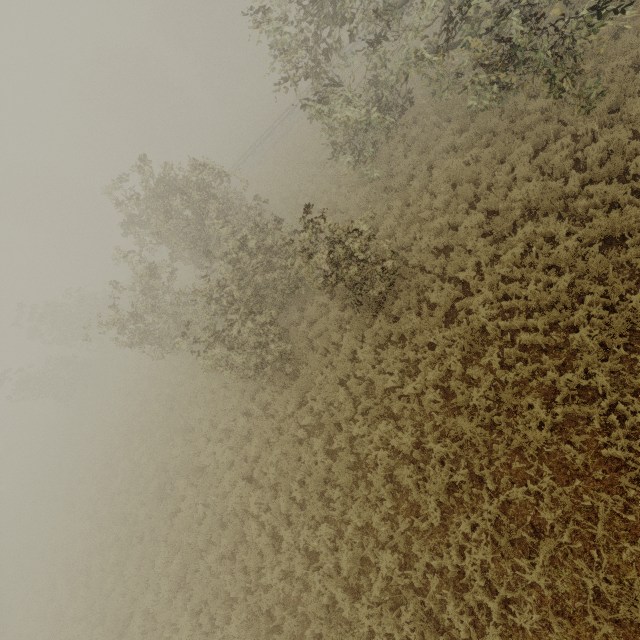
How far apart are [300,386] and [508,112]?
12.3 meters
